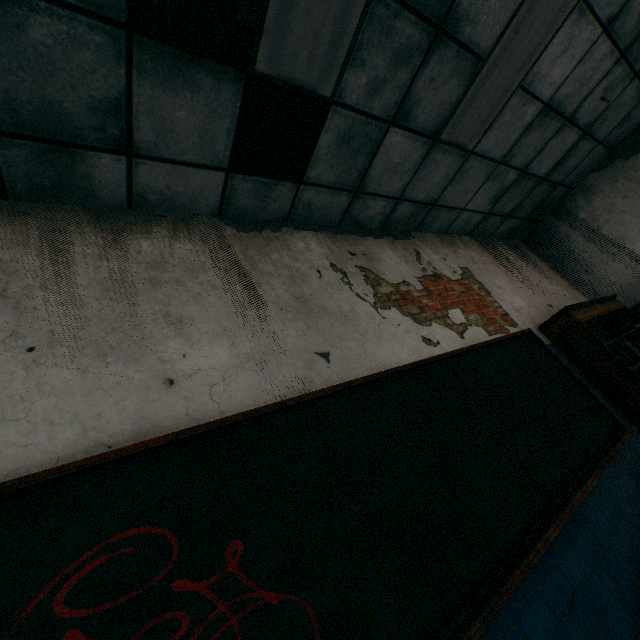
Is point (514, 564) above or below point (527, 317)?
below

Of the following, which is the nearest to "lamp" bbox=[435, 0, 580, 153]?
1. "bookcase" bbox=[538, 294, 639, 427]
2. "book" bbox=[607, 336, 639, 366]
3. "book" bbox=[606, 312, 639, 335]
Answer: "bookcase" bbox=[538, 294, 639, 427]

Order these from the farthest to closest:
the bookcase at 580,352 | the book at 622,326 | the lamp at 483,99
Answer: the book at 622,326 < the bookcase at 580,352 < the lamp at 483,99

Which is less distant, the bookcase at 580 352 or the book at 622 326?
the bookcase at 580 352

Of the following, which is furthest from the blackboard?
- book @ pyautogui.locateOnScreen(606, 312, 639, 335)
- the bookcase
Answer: book @ pyautogui.locateOnScreen(606, 312, 639, 335)

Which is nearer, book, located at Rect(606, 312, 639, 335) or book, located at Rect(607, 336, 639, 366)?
book, located at Rect(607, 336, 639, 366)

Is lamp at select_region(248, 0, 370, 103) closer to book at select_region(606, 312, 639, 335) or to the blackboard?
the blackboard

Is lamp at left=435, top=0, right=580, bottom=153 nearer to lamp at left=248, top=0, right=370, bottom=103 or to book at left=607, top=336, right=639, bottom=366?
lamp at left=248, top=0, right=370, bottom=103
